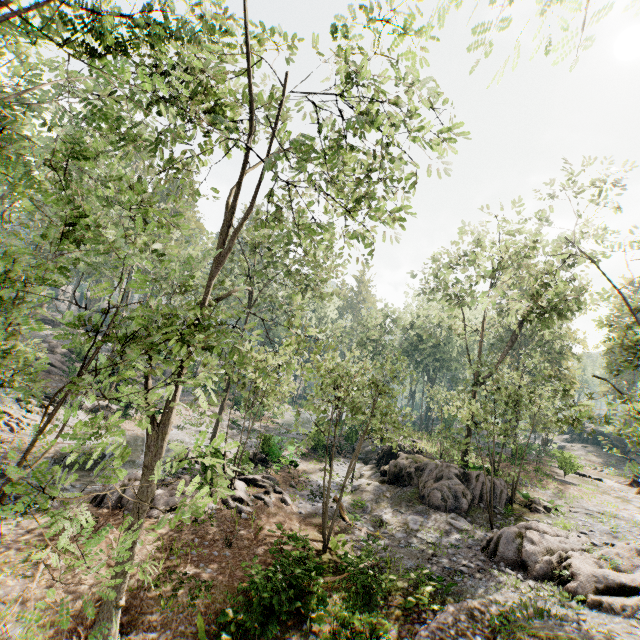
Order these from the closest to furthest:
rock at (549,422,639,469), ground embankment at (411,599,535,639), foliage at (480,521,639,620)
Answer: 1. ground embankment at (411,599,535,639)
2. foliage at (480,521,639,620)
3. rock at (549,422,639,469)

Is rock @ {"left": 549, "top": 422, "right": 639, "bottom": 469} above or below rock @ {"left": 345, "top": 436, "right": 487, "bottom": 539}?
above

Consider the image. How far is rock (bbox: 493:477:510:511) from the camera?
18.7 meters

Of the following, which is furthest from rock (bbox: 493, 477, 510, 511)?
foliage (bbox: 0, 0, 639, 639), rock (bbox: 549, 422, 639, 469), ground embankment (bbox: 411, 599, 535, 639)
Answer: rock (bbox: 549, 422, 639, 469)

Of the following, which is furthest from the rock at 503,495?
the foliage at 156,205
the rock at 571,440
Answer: the rock at 571,440

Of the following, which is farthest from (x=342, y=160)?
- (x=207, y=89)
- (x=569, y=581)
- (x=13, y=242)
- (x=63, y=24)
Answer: (x=13, y=242)

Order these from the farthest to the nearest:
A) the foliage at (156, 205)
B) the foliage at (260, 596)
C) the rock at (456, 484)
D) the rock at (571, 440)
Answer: the rock at (571, 440) < the rock at (456, 484) < the foliage at (260, 596) < the foliage at (156, 205)
